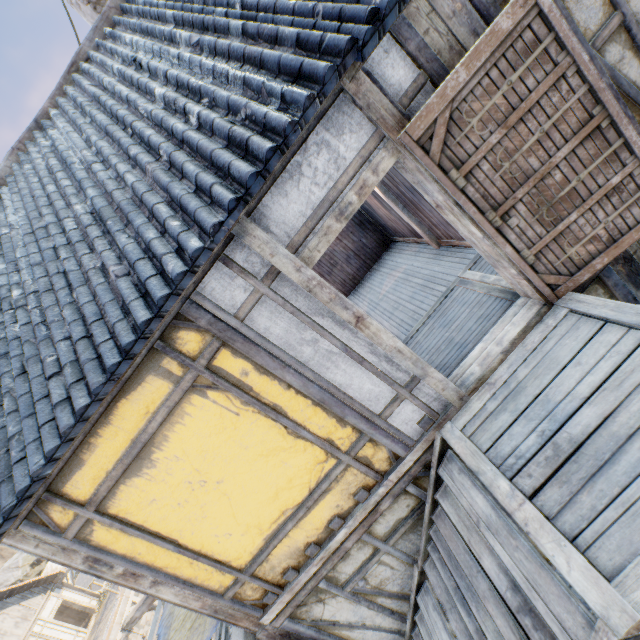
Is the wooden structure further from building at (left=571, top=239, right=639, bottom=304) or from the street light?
the street light

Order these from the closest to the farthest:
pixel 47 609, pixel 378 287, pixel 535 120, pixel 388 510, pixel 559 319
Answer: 1. pixel 535 120
2. pixel 559 319
3. pixel 388 510
4. pixel 378 287
5. pixel 47 609

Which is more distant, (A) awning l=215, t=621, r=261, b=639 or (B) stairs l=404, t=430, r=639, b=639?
(A) awning l=215, t=621, r=261, b=639

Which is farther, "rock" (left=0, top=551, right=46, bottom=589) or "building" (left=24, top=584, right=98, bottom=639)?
"rock" (left=0, top=551, right=46, bottom=589)

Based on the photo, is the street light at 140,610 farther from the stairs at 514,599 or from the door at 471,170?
the door at 471,170

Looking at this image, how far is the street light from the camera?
7.0m

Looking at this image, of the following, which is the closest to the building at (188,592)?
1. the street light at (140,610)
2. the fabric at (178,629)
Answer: the fabric at (178,629)

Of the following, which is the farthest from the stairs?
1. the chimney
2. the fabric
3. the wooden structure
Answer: the chimney
